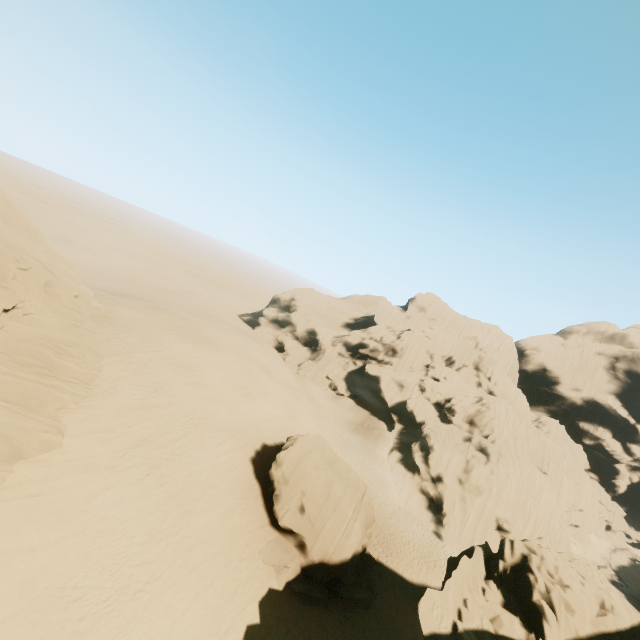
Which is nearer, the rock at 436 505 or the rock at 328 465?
the rock at 436 505

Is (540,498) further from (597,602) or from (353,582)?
(353,582)

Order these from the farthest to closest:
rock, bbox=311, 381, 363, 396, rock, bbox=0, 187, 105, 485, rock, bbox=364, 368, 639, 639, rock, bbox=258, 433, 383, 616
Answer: rock, bbox=311, 381, 363, 396
rock, bbox=258, 433, 383, 616
rock, bbox=0, 187, 105, 485
rock, bbox=364, 368, 639, 639

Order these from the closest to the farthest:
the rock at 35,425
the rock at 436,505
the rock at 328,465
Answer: the rock at 436,505
the rock at 35,425
the rock at 328,465

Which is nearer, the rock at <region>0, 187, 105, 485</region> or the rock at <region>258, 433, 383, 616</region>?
the rock at <region>0, 187, 105, 485</region>

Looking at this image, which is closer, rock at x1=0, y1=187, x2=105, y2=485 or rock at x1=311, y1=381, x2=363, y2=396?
rock at x1=0, y1=187, x2=105, y2=485
